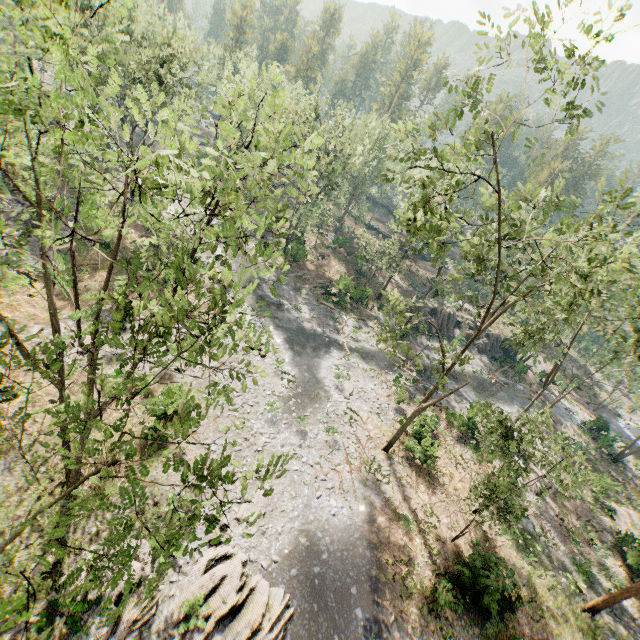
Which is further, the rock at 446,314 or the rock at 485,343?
the rock at 485,343

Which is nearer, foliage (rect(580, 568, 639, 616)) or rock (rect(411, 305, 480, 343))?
foliage (rect(580, 568, 639, 616))

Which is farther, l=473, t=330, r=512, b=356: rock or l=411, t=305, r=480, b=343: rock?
l=473, t=330, r=512, b=356: rock

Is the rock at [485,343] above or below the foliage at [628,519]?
above

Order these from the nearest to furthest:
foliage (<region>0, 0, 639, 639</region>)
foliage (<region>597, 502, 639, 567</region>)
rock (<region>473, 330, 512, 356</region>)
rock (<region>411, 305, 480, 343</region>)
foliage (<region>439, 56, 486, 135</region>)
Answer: foliage (<region>0, 0, 639, 639</region>)
foliage (<region>439, 56, 486, 135</region>)
foliage (<region>597, 502, 639, 567</region>)
rock (<region>411, 305, 480, 343</region>)
rock (<region>473, 330, 512, 356</region>)

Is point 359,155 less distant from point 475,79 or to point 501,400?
point 501,400
